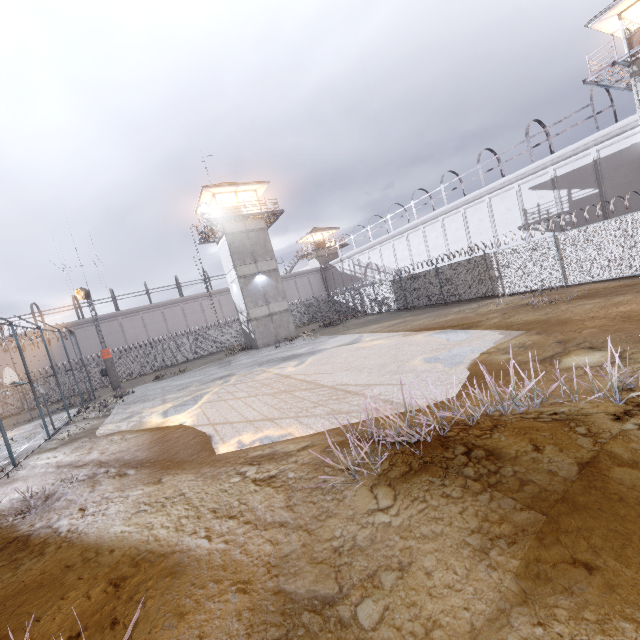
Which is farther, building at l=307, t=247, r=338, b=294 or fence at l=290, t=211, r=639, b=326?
building at l=307, t=247, r=338, b=294

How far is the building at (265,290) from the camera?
29.0m

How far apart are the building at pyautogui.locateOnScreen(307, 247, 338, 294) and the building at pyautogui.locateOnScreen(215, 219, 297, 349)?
23.62m

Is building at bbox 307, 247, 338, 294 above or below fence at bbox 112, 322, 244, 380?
above

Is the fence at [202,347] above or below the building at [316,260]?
below

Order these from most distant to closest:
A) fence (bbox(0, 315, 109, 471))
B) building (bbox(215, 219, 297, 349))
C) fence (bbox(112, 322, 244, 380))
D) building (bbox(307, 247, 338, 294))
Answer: building (bbox(307, 247, 338, 294)), fence (bbox(112, 322, 244, 380)), building (bbox(215, 219, 297, 349)), fence (bbox(0, 315, 109, 471))

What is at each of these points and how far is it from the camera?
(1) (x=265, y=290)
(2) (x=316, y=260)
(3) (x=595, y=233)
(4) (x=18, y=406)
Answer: (1) building, 29.9 meters
(2) building, 54.4 meters
(3) fence, 15.3 meters
(4) fence, 30.8 meters
